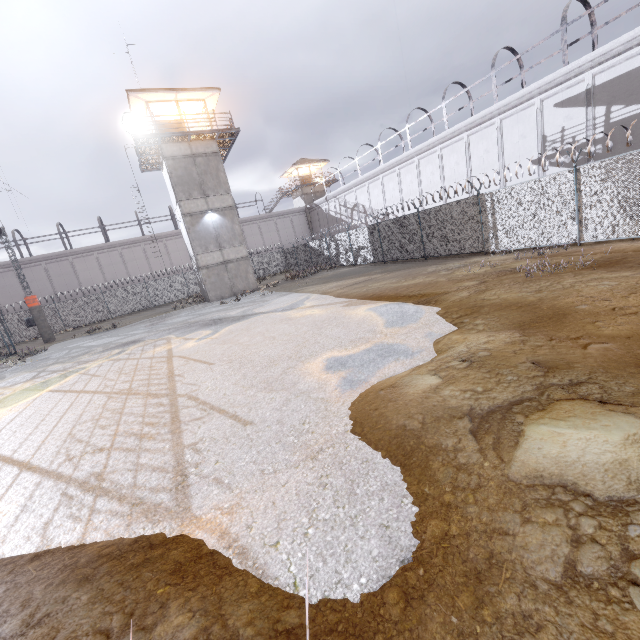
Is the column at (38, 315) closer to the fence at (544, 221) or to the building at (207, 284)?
the fence at (544, 221)

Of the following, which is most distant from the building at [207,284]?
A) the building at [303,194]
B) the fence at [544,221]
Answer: the building at [303,194]

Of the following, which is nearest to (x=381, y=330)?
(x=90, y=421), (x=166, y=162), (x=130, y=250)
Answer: (x=90, y=421)

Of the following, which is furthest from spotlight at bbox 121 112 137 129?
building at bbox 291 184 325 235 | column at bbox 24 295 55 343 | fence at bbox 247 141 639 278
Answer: building at bbox 291 184 325 235

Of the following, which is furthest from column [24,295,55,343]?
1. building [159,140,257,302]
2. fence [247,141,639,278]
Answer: building [159,140,257,302]

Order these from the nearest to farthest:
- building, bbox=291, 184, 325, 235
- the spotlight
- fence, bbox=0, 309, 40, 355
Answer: the spotlight < fence, bbox=0, 309, 40, 355 < building, bbox=291, 184, 325, 235

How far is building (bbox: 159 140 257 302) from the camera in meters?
23.5

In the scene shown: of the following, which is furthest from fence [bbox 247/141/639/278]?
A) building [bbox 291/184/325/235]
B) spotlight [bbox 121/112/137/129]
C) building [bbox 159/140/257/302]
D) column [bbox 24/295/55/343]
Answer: spotlight [bbox 121/112/137/129]
